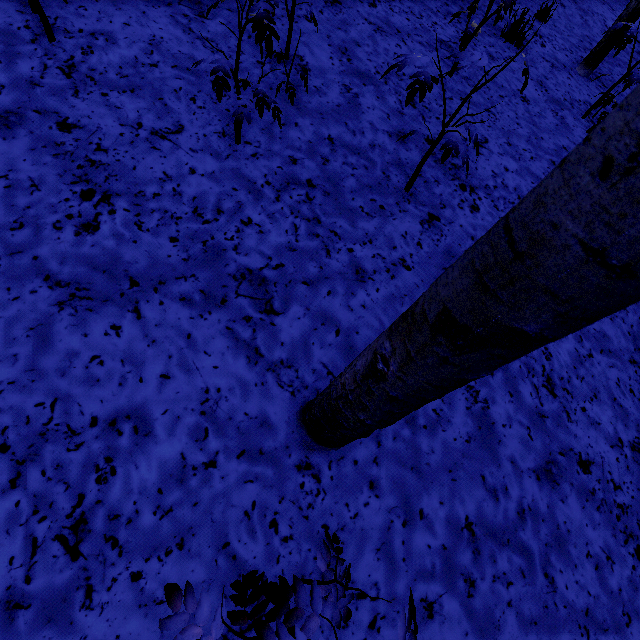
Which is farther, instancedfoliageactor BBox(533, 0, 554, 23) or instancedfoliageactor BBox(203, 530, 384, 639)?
instancedfoliageactor BBox(533, 0, 554, 23)

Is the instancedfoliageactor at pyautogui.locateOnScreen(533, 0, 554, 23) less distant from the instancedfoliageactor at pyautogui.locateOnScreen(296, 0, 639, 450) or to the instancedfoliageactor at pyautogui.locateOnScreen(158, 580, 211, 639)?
the instancedfoliageactor at pyautogui.locateOnScreen(296, 0, 639, 450)

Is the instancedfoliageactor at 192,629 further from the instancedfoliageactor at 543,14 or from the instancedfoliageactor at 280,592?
the instancedfoliageactor at 543,14

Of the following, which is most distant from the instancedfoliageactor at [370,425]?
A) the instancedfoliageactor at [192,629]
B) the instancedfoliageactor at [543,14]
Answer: the instancedfoliageactor at [543,14]

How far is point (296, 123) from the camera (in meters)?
2.74

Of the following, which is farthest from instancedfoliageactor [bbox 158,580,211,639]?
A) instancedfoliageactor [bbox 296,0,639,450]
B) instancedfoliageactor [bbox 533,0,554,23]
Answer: instancedfoliageactor [bbox 533,0,554,23]
